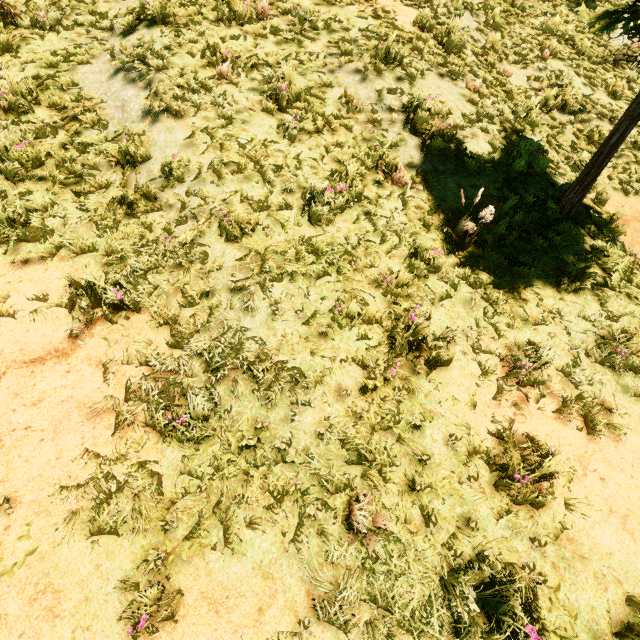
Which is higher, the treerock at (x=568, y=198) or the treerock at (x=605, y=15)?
the treerock at (x=605, y=15)

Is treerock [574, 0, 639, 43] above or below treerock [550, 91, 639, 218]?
above

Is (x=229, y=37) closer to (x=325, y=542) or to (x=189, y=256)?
(x=189, y=256)
